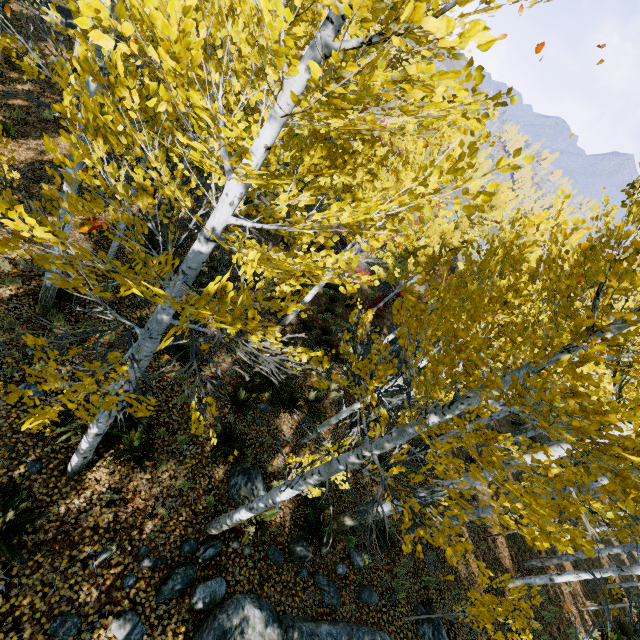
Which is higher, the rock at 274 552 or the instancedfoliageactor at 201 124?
the instancedfoliageactor at 201 124

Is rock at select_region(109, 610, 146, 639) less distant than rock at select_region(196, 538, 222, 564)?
Yes

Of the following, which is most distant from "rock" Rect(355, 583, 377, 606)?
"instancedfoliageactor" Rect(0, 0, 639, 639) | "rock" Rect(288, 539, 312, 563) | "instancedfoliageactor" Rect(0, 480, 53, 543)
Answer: "instancedfoliageactor" Rect(0, 480, 53, 543)

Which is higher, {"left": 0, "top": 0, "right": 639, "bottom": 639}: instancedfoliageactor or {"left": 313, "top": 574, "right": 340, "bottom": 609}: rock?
{"left": 0, "top": 0, "right": 639, "bottom": 639}: instancedfoliageactor

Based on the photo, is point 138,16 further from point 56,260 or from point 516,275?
point 56,260

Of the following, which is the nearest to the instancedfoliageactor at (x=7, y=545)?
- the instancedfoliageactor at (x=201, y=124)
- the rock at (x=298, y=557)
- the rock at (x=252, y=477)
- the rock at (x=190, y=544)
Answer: the instancedfoliageactor at (x=201, y=124)

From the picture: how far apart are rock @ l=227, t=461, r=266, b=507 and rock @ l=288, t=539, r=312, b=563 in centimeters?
91cm
